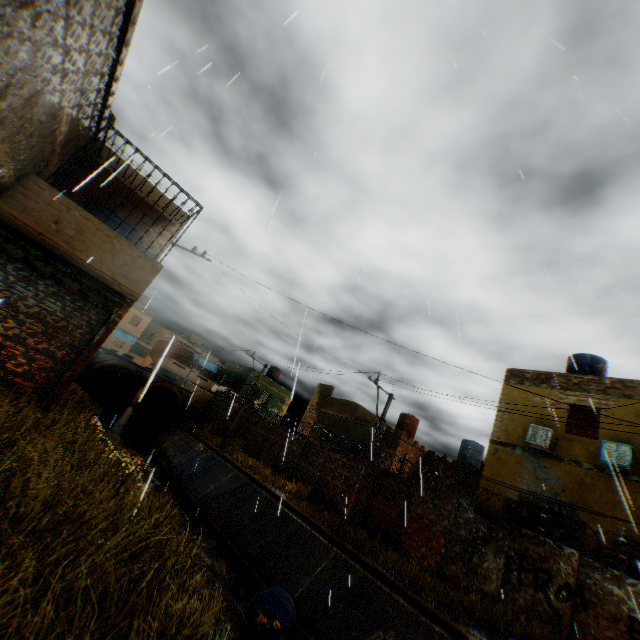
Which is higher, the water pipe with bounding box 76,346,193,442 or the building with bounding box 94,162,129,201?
the building with bounding box 94,162,129,201

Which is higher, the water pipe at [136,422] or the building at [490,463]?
the building at [490,463]

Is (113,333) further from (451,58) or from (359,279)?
(451,58)

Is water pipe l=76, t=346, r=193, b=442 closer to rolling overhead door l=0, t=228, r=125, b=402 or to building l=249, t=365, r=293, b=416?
building l=249, t=365, r=293, b=416

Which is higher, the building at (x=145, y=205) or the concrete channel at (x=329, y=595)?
the building at (x=145, y=205)

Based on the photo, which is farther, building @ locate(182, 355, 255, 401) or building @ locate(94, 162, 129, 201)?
building @ locate(182, 355, 255, 401)

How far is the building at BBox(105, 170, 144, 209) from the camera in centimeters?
1086cm
